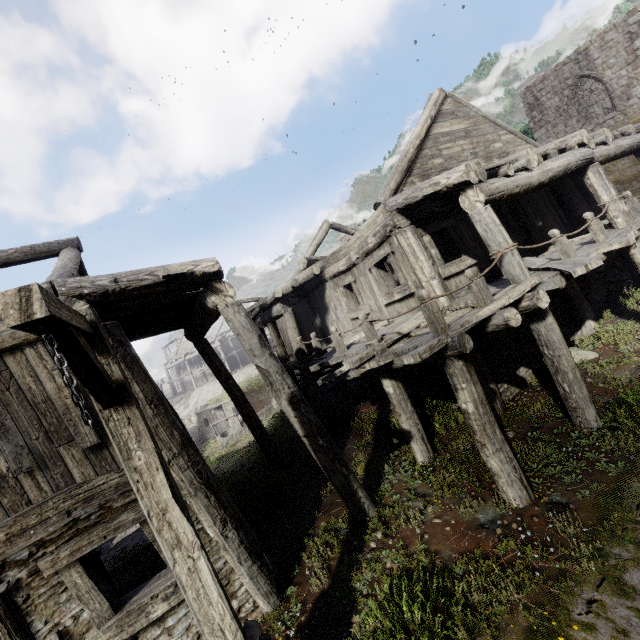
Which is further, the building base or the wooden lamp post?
the building base

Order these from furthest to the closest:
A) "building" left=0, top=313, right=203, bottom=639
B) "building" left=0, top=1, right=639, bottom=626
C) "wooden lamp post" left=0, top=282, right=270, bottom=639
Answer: "building" left=0, top=1, right=639, bottom=626, "building" left=0, top=313, right=203, bottom=639, "wooden lamp post" left=0, top=282, right=270, bottom=639

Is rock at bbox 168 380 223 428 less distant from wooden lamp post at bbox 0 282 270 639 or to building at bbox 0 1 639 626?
building at bbox 0 1 639 626

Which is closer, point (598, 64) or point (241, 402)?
point (241, 402)

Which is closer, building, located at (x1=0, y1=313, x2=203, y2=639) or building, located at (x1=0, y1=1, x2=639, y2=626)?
building, located at (x1=0, y1=313, x2=203, y2=639)

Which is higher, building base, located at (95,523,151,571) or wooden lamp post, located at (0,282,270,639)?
wooden lamp post, located at (0,282,270,639)

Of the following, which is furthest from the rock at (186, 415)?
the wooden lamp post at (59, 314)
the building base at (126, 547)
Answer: the wooden lamp post at (59, 314)

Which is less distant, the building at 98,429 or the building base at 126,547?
the building at 98,429
